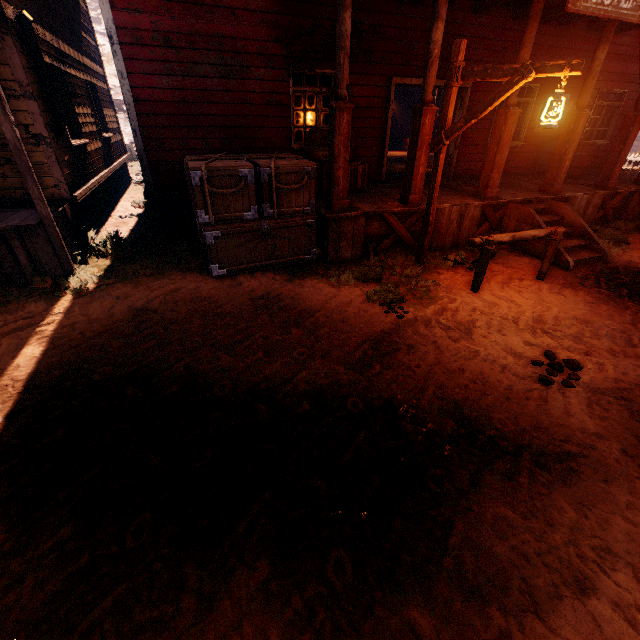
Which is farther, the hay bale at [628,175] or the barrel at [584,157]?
the hay bale at [628,175]

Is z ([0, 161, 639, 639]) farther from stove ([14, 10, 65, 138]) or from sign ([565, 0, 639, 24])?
sign ([565, 0, 639, 24])

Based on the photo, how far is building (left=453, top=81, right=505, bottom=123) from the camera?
8.4m

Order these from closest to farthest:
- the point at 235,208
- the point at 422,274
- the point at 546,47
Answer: the point at 235,208 → the point at 422,274 → the point at 546,47

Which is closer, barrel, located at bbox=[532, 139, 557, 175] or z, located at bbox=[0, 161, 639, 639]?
z, located at bbox=[0, 161, 639, 639]

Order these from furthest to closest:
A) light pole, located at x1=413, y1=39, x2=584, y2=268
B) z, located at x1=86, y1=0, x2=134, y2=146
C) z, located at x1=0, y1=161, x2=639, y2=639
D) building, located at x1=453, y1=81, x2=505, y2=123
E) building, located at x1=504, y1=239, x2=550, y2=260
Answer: z, located at x1=86, y1=0, x2=134, y2=146
building, located at x1=453, y1=81, x2=505, y2=123
building, located at x1=504, y1=239, x2=550, y2=260
light pole, located at x1=413, y1=39, x2=584, y2=268
z, located at x1=0, y1=161, x2=639, y2=639

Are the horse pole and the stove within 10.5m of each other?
yes

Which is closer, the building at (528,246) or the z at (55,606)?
the z at (55,606)
